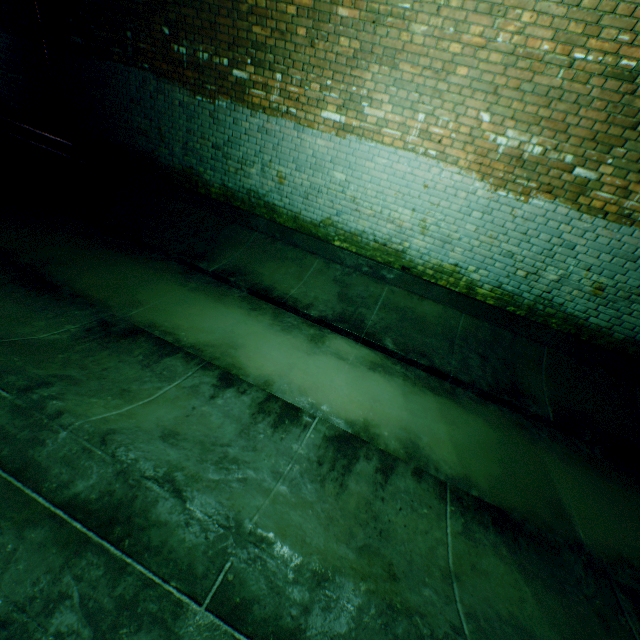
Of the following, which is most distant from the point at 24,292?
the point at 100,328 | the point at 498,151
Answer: the point at 498,151
